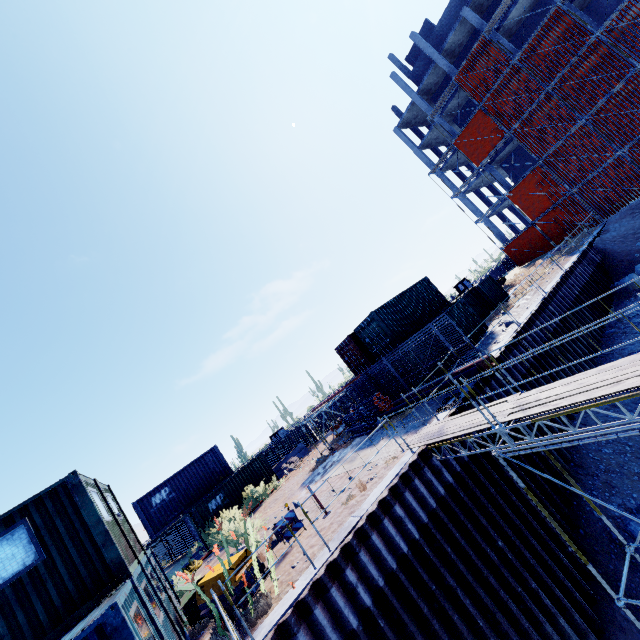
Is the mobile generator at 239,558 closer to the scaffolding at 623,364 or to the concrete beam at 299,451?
the scaffolding at 623,364

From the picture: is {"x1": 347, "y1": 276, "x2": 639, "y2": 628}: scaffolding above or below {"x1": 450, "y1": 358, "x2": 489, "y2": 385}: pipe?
below

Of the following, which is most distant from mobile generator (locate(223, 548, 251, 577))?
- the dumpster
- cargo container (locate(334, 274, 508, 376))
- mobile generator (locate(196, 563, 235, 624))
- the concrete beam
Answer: the concrete beam

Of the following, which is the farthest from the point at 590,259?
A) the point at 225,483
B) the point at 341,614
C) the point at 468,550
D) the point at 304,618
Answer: the point at 225,483

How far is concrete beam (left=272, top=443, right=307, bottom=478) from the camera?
26.0m

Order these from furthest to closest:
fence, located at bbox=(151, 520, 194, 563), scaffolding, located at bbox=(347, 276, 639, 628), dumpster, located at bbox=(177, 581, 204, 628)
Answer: fence, located at bbox=(151, 520, 194, 563) < dumpster, located at bbox=(177, 581, 204, 628) < scaffolding, located at bbox=(347, 276, 639, 628)

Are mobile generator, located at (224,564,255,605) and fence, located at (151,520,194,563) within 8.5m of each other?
no

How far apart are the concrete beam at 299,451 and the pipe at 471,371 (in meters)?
18.47
